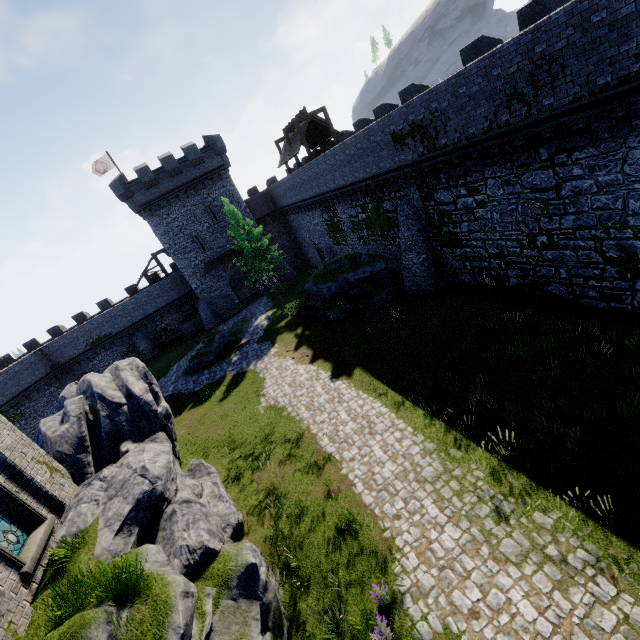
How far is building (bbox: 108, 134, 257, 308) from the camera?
31.4 meters

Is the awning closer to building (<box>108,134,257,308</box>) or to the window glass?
building (<box>108,134,257,308</box>)

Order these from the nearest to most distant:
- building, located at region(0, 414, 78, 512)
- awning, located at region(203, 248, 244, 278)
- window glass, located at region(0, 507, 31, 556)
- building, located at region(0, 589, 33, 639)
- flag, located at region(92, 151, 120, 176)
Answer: building, located at region(0, 589, 33, 639) < window glass, located at region(0, 507, 31, 556) < building, located at region(0, 414, 78, 512) < flag, located at region(92, 151, 120, 176) < awning, located at region(203, 248, 244, 278)

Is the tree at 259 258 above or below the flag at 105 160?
below

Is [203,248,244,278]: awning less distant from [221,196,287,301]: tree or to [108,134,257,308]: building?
[108,134,257,308]: building

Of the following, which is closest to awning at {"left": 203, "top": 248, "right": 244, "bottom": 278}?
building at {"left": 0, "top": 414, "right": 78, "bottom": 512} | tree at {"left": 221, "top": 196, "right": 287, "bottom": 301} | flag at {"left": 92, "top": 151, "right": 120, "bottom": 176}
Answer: tree at {"left": 221, "top": 196, "right": 287, "bottom": 301}

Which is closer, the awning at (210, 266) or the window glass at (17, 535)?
the window glass at (17, 535)

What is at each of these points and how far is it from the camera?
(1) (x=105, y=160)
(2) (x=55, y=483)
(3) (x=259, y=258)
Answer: (1) flag, 34.8 meters
(2) building, 9.7 meters
(3) tree, 29.0 meters
